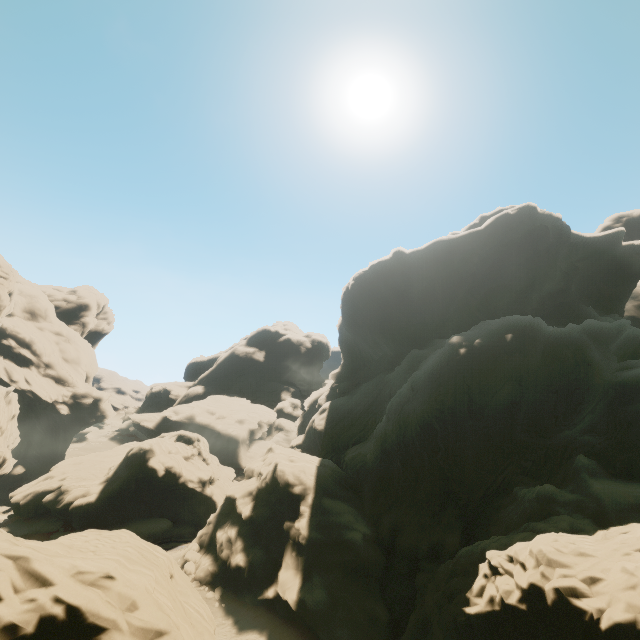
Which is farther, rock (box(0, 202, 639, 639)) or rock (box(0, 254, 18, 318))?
rock (box(0, 254, 18, 318))

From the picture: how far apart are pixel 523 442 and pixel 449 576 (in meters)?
13.97

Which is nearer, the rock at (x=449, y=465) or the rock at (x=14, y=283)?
the rock at (x=449, y=465)
